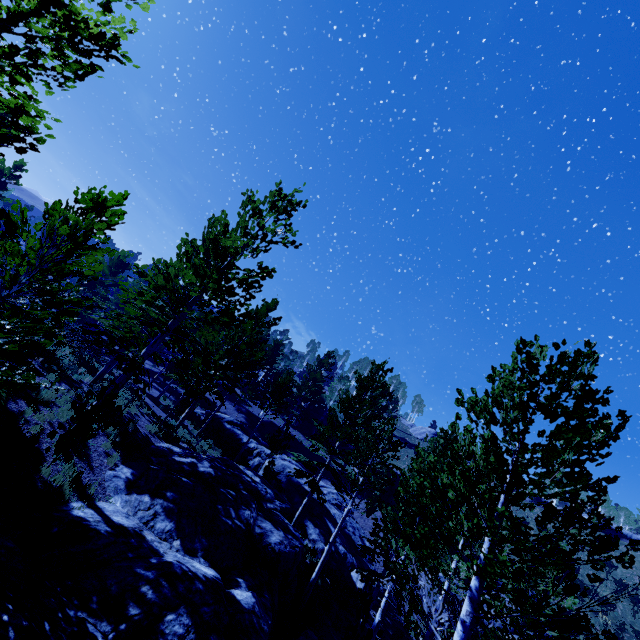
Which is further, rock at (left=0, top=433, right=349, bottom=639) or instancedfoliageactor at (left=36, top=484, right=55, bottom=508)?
instancedfoliageactor at (left=36, top=484, right=55, bottom=508)

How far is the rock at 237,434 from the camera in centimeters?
2908cm

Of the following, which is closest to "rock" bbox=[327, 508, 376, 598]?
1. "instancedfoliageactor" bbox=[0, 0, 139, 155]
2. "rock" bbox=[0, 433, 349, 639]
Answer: "instancedfoliageactor" bbox=[0, 0, 139, 155]

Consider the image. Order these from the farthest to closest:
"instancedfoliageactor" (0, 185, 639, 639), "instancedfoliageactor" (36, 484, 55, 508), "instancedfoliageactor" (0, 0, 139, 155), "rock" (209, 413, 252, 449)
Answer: "rock" (209, 413, 252, 449) < "instancedfoliageactor" (36, 484, 55, 508) < "instancedfoliageactor" (0, 0, 139, 155) < "instancedfoliageactor" (0, 185, 639, 639)

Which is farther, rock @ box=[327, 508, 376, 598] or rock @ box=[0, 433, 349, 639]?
rock @ box=[327, 508, 376, 598]

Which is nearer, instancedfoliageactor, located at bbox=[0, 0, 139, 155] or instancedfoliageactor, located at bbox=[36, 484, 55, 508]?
instancedfoliageactor, located at bbox=[0, 0, 139, 155]

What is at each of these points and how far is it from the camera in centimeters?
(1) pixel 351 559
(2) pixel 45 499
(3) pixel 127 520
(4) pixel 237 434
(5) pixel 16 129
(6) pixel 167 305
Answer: (1) rock, 1995cm
(2) instancedfoliageactor, 745cm
(3) rock, 891cm
(4) rock, 2948cm
(5) instancedfoliageactor, 628cm
(6) instancedfoliageactor, 1703cm

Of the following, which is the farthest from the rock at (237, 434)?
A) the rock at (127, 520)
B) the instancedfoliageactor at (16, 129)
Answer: the rock at (127, 520)
